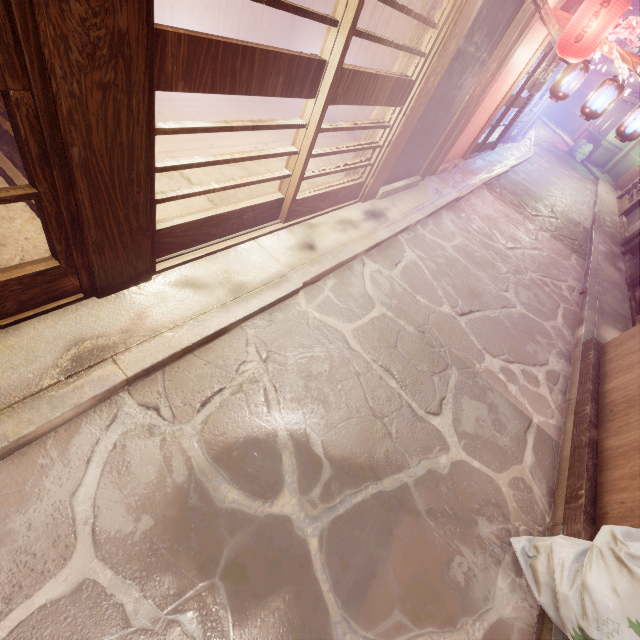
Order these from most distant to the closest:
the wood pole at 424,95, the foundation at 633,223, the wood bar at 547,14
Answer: the foundation at 633,223
the wood bar at 547,14
the wood pole at 424,95

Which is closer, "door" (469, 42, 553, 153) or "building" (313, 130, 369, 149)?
"building" (313, 130, 369, 149)

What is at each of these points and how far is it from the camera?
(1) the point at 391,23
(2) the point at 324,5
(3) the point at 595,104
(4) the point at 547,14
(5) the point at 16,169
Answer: (1) building, 10.5m
(2) building, 11.5m
(3) lantern, 12.0m
(4) wood bar, 9.9m
(5) building, 5.1m

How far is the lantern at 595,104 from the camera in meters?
11.5

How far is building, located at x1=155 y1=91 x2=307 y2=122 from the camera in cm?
864

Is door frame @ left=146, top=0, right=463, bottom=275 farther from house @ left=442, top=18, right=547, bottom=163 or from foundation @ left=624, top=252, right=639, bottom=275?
foundation @ left=624, top=252, right=639, bottom=275

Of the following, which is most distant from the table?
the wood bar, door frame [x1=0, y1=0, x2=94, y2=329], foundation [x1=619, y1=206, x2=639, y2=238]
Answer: foundation [x1=619, y1=206, x2=639, y2=238]

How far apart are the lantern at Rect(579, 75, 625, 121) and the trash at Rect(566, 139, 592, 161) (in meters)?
31.57
